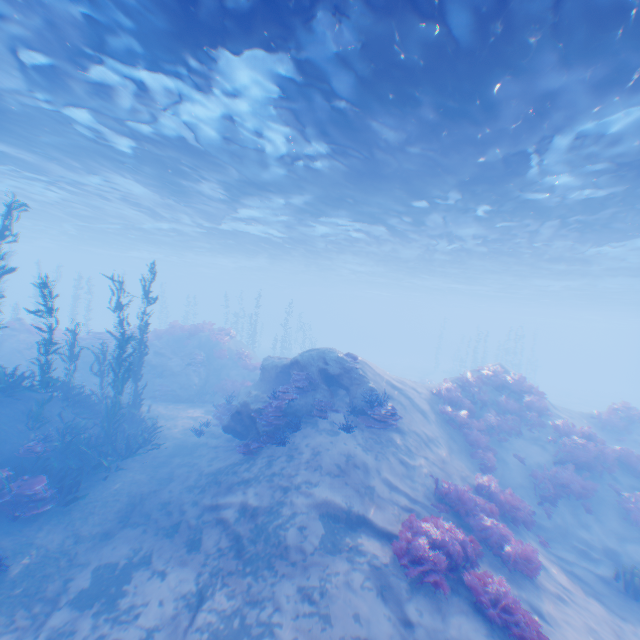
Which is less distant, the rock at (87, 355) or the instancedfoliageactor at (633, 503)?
the instancedfoliageactor at (633, 503)

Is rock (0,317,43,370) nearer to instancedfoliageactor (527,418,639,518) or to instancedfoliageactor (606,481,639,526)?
instancedfoliageactor (527,418,639,518)

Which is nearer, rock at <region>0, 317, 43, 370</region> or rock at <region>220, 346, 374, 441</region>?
rock at <region>220, 346, 374, 441</region>

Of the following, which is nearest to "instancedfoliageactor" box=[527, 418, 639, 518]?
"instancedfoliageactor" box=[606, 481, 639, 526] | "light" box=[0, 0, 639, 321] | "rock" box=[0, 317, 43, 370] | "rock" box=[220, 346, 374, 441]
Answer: "instancedfoliageactor" box=[606, 481, 639, 526]

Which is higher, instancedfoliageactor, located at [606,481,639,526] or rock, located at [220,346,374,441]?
rock, located at [220,346,374,441]

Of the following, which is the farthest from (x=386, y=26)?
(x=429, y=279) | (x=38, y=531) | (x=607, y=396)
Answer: (x=607, y=396)

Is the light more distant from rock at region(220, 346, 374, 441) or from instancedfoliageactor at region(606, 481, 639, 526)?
instancedfoliageactor at region(606, 481, 639, 526)

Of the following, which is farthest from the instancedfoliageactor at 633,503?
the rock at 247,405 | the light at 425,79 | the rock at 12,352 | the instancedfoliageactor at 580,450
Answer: the rock at 12,352
